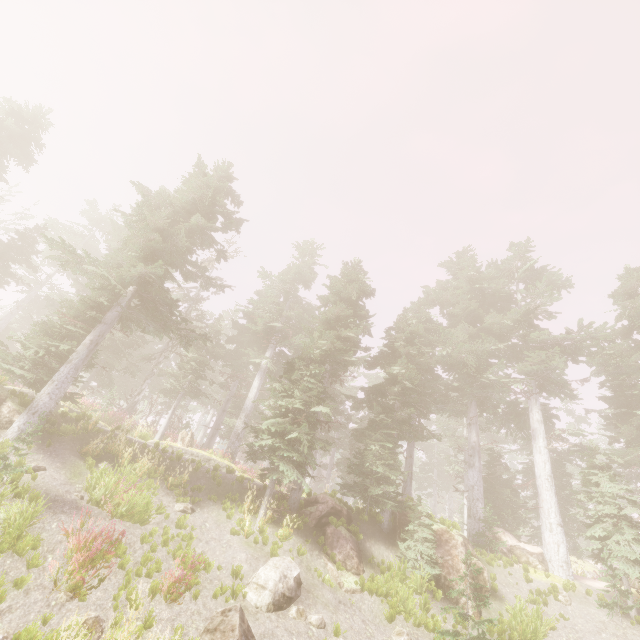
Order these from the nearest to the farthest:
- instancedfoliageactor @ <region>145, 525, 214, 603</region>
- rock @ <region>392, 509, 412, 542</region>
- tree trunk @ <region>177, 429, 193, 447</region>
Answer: instancedfoliageactor @ <region>145, 525, 214, 603</region>
rock @ <region>392, 509, 412, 542</region>
tree trunk @ <region>177, 429, 193, 447</region>

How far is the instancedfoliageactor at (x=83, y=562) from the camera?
7.1m

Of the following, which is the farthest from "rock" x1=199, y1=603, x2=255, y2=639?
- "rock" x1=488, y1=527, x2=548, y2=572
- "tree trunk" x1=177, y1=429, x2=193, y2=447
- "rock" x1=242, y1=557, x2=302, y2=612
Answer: "rock" x1=488, y1=527, x2=548, y2=572

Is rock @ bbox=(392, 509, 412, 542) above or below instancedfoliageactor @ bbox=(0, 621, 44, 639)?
above

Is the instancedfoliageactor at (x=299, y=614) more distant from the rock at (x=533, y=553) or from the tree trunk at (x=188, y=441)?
the tree trunk at (x=188, y=441)

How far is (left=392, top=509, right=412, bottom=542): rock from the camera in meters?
14.8 m

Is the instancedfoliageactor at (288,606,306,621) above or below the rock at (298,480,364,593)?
below

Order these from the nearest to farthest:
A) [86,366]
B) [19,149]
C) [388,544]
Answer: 1. [86,366]
2. [388,544]
3. [19,149]
